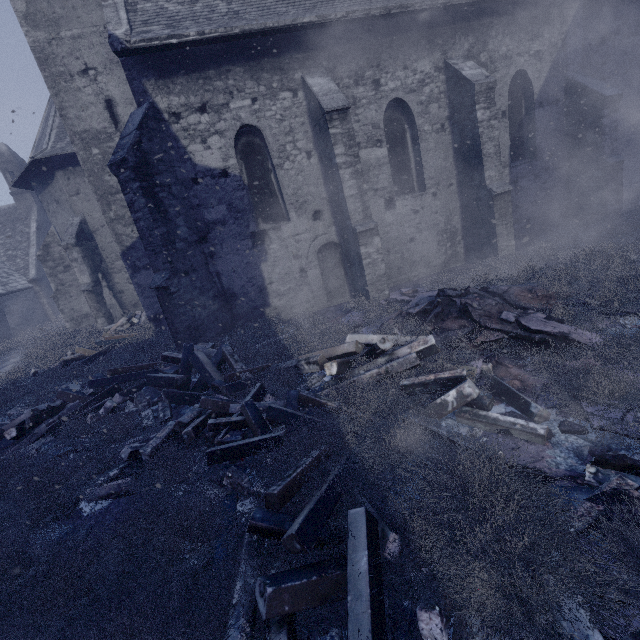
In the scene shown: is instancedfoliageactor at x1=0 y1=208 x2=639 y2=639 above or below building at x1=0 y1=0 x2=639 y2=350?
below

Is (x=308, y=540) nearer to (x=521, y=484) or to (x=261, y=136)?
(x=521, y=484)

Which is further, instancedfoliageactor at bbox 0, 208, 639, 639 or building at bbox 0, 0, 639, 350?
building at bbox 0, 0, 639, 350

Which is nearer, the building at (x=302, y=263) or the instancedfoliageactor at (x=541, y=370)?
the instancedfoliageactor at (x=541, y=370)

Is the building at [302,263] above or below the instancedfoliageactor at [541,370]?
above
